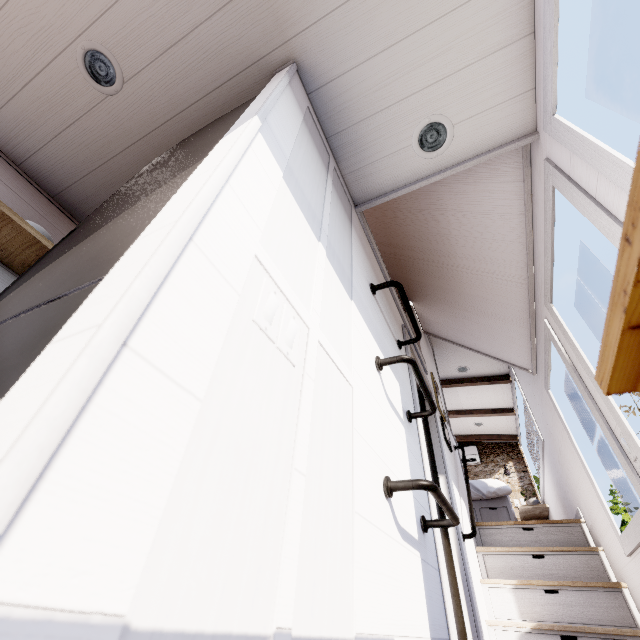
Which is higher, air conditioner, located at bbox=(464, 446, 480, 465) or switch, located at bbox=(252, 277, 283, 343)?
air conditioner, located at bbox=(464, 446, 480, 465)

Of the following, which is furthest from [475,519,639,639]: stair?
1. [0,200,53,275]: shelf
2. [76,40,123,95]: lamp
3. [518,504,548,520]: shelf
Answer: [76,40,123,95]: lamp

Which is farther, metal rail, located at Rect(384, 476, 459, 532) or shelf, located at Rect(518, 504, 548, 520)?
shelf, located at Rect(518, 504, 548, 520)

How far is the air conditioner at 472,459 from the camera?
6.7 meters

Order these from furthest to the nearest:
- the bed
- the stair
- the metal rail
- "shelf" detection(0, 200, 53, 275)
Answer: the bed, the stair, "shelf" detection(0, 200, 53, 275), the metal rail

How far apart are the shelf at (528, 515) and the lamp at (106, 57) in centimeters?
709cm

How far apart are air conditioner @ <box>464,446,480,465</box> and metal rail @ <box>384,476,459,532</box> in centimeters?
628cm

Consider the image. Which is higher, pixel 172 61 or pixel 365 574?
pixel 172 61
